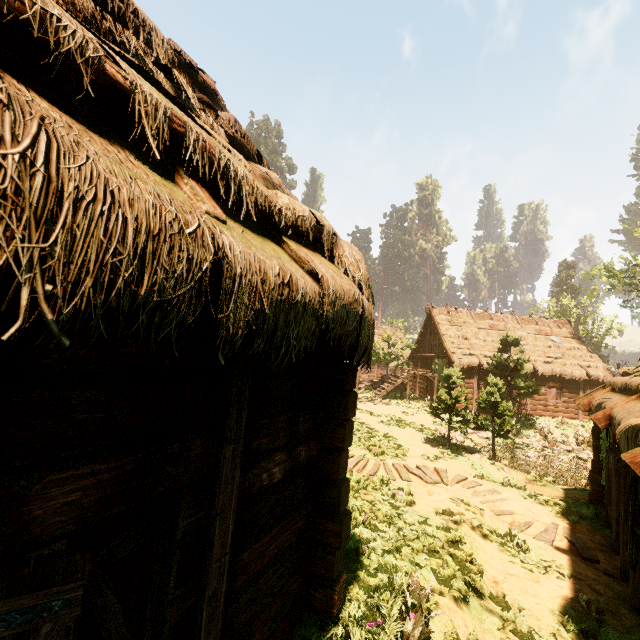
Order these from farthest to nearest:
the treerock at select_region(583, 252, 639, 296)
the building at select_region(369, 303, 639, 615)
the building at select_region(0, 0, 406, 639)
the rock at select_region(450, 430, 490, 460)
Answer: the treerock at select_region(583, 252, 639, 296)
the rock at select_region(450, 430, 490, 460)
the building at select_region(369, 303, 639, 615)
the building at select_region(0, 0, 406, 639)

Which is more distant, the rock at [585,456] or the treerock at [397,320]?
the treerock at [397,320]

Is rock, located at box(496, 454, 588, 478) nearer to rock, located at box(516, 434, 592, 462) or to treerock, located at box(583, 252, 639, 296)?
rock, located at box(516, 434, 592, 462)

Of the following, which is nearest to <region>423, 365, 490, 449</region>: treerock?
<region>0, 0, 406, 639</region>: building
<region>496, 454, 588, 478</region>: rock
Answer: <region>0, 0, 406, 639</region>: building

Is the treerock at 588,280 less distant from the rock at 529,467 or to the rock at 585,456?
the rock at 585,456

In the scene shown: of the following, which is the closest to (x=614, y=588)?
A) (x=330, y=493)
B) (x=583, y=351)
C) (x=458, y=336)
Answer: (x=330, y=493)

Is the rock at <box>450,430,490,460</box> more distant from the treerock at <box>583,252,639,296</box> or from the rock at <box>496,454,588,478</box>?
the rock at <box>496,454,588,478</box>

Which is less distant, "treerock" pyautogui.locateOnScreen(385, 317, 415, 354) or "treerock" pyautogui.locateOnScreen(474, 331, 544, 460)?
"treerock" pyautogui.locateOnScreen(474, 331, 544, 460)
